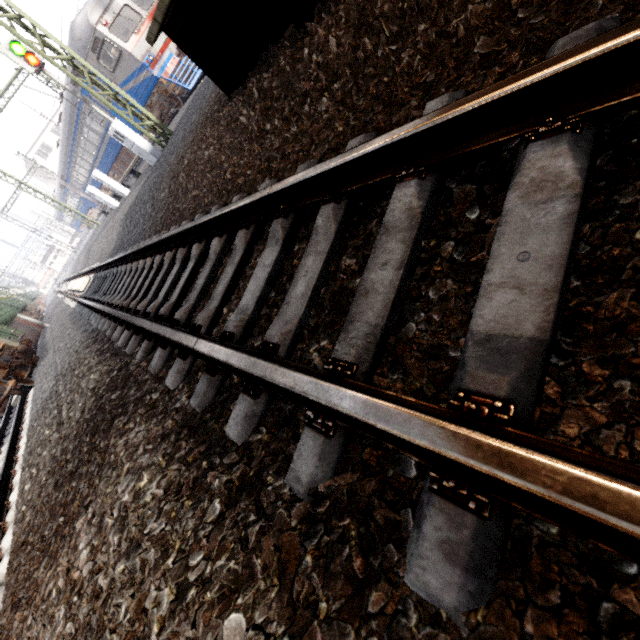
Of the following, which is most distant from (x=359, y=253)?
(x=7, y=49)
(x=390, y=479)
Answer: (x=7, y=49)

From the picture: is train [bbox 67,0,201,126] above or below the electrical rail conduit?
above

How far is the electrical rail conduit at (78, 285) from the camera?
10.8m

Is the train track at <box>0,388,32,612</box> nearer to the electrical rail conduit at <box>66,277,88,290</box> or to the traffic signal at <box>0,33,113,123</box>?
the electrical rail conduit at <box>66,277,88,290</box>

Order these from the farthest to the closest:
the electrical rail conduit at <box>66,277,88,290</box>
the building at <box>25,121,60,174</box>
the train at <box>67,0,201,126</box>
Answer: the building at <box>25,121,60,174</box>, the train at <box>67,0,201,126</box>, the electrical rail conduit at <box>66,277,88,290</box>

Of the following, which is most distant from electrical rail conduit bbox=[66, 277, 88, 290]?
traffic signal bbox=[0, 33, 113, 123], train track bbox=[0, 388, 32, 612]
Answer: traffic signal bbox=[0, 33, 113, 123]

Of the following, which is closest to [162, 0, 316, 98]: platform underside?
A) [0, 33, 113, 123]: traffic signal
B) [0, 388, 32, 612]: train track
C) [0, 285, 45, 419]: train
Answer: [0, 388, 32, 612]: train track

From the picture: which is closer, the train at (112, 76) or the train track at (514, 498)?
the train track at (514, 498)
